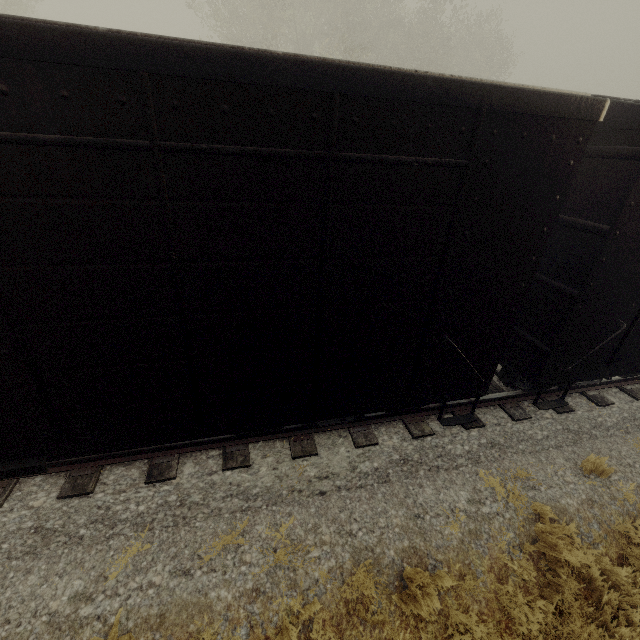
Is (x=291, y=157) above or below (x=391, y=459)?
above

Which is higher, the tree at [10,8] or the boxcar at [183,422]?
the tree at [10,8]

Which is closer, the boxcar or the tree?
the boxcar

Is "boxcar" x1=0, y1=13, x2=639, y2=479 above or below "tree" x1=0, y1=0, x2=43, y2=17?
below

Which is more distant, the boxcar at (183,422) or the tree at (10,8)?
the tree at (10,8)
